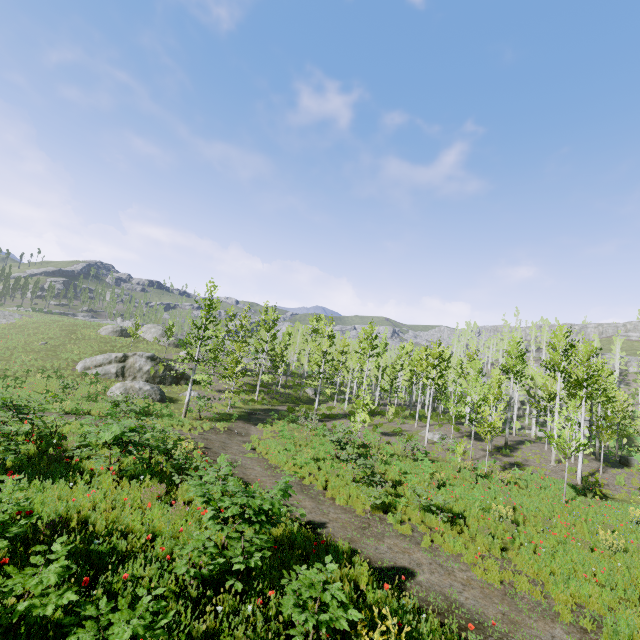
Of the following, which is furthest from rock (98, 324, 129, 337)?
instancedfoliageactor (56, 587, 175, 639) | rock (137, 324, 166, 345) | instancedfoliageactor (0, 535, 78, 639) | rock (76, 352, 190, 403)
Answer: instancedfoliageactor (56, 587, 175, 639)

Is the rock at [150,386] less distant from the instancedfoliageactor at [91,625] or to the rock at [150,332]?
the rock at [150,332]

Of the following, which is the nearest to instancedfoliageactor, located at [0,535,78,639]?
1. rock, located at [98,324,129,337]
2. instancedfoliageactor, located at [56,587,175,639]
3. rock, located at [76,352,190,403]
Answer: instancedfoliageactor, located at [56,587,175,639]

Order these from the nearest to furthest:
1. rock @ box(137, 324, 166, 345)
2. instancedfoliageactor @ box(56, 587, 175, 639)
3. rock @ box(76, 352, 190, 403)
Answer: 1. instancedfoliageactor @ box(56, 587, 175, 639)
2. rock @ box(76, 352, 190, 403)
3. rock @ box(137, 324, 166, 345)

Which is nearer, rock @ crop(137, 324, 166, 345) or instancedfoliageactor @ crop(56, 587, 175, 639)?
instancedfoliageactor @ crop(56, 587, 175, 639)

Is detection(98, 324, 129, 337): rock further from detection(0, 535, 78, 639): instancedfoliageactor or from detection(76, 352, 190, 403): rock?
detection(0, 535, 78, 639): instancedfoliageactor

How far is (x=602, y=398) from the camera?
20.3 meters

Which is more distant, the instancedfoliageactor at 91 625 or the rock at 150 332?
the rock at 150 332
